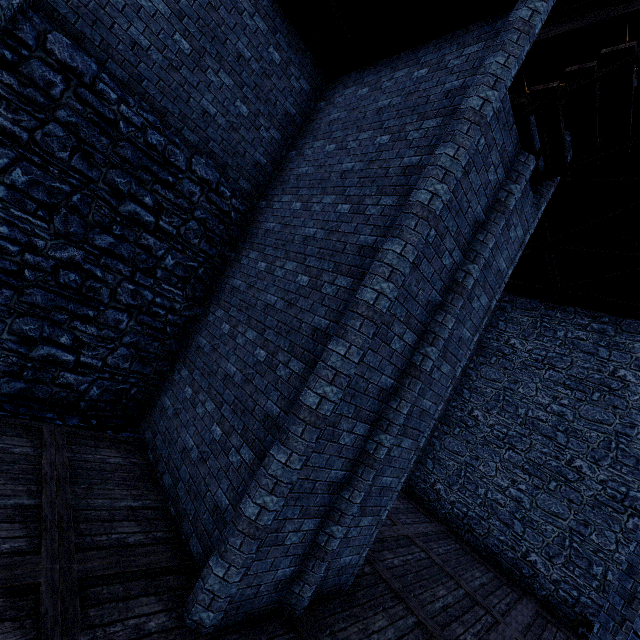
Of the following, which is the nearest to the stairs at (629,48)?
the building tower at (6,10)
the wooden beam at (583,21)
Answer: the building tower at (6,10)

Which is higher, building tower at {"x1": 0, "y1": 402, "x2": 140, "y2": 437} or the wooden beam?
the wooden beam

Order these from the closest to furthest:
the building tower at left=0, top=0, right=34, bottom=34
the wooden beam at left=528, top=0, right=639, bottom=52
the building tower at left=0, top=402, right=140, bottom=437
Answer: the building tower at left=0, top=0, right=34, bottom=34, the building tower at left=0, top=402, right=140, bottom=437, the wooden beam at left=528, top=0, right=639, bottom=52

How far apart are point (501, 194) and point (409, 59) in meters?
3.6

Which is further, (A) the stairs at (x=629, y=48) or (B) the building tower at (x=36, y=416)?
(B) the building tower at (x=36, y=416)

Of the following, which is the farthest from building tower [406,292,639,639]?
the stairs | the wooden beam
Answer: the stairs
